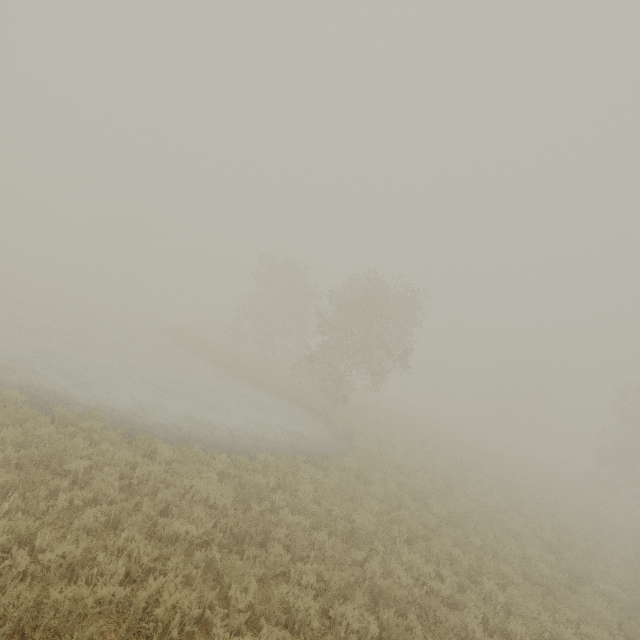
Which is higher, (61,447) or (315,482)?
(61,447)
